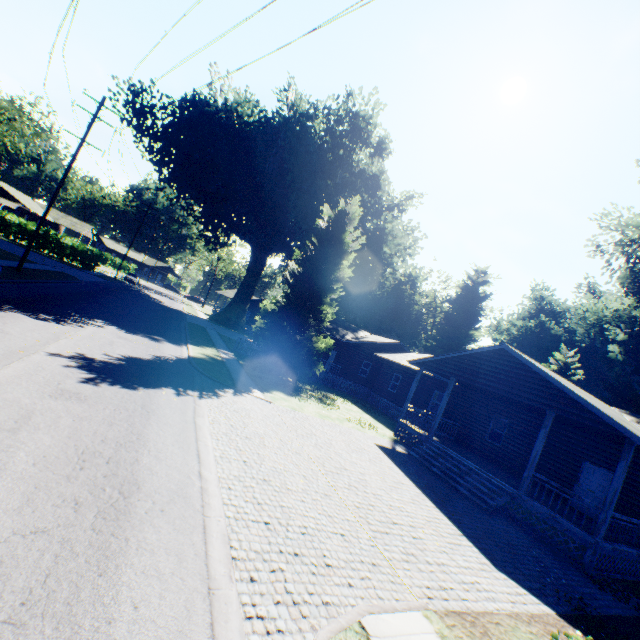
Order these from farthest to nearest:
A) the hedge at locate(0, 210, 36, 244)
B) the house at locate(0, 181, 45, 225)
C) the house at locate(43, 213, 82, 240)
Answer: the house at locate(43, 213, 82, 240)
the house at locate(0, 181, 45, 225)
the hedge at locate(0, 210, 36, 244)

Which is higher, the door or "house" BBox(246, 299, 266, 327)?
Result: "house" BBox(246, 299, 266, 327)

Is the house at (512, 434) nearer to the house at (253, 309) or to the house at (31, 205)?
the house at (253, 309)

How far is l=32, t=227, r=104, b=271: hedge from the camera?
40.31m

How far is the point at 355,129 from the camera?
48.6m

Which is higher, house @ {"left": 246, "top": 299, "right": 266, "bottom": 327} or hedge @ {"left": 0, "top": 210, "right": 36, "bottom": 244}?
house @ {"left": 246, "top": 299, "right": 266, "bottom": 327}

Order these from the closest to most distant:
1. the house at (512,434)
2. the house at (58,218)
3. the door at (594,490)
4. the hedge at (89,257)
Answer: the house at (512,434) < the door at (594,490) < the hedge at (89,257) < the house at (58,218)

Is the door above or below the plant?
below
